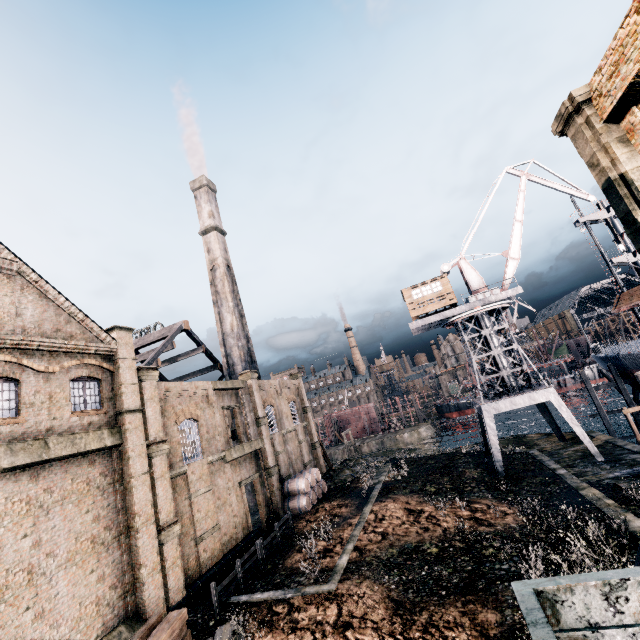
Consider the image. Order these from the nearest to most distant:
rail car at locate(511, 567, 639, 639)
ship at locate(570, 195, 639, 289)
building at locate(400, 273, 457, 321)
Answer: rail car at locate(511, 567, 639, 639)
building at locate(400, 273, 457, 321)
ship at locate(570, 195, 639, 289)

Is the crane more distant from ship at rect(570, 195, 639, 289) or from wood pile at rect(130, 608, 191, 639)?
wood pile at rect(130, 608, 191, 639)

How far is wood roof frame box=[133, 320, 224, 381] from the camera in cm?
3397

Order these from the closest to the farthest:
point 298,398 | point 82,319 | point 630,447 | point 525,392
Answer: point 82,319 < point 630,447 < point 525,392 < point 298,398

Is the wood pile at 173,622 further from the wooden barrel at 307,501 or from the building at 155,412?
the building at 155,412

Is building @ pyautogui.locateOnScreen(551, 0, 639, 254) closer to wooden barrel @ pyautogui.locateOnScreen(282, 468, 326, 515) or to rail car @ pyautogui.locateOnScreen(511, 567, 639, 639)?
wooden barrel @ pyautogui.locateOnScreen(282, 468, 326, 515)

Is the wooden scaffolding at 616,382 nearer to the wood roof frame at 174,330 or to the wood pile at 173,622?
the wood roof frame at 174,330

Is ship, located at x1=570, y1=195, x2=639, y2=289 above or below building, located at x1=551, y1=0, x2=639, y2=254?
above
